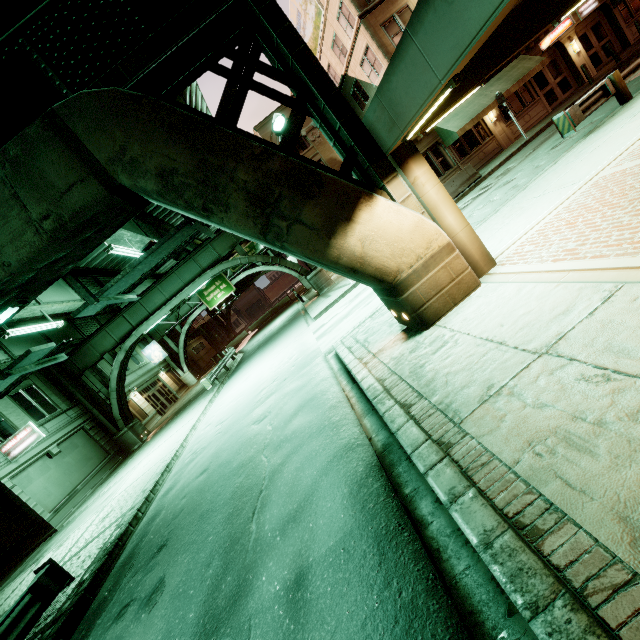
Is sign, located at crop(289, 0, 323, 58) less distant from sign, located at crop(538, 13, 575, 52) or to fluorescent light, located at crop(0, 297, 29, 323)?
sign, located at crop(538, 13, 575, 52)

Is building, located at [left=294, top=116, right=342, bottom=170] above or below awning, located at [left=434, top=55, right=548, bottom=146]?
above

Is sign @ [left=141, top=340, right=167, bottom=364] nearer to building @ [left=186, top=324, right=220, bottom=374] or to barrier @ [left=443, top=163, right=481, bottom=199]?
building @ [left=186, top=324, right=220, bottom=374]

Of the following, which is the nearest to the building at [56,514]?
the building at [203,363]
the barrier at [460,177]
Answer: the building at [203,363]

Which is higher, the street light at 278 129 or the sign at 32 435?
the street light at 278 129

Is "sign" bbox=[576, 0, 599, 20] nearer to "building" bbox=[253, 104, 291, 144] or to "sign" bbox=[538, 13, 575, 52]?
"building" bbox=[253, 104, 291, 144]

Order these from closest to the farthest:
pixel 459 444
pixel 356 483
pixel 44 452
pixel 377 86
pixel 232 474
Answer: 1. pixel 459 444
2. pixel 356 483
3. pixel 232 474
4. pixel 44 452
5. pixel 377 86

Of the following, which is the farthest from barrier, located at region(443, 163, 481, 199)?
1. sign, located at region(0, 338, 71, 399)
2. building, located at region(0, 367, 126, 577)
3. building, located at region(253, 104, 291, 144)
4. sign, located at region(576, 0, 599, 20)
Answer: building, located at region(0, 367, 126, 577)
